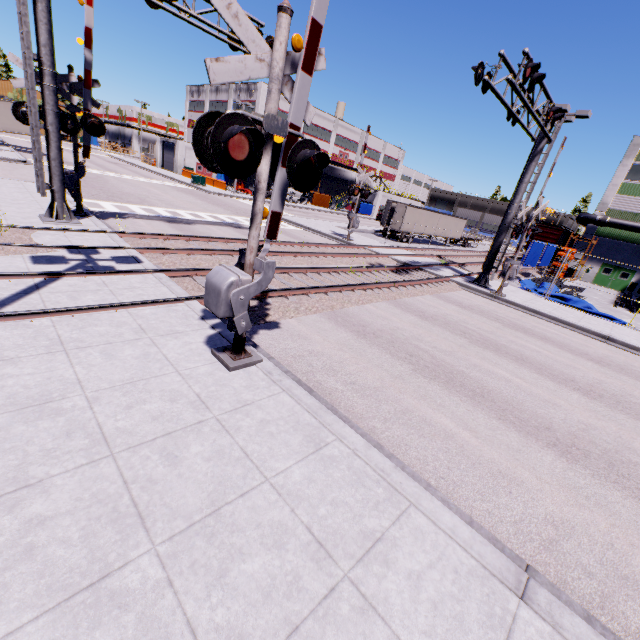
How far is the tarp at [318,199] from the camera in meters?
50.7 m

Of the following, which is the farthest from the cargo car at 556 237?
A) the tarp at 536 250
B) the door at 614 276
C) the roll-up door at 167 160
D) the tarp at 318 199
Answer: the roll-up door at 167 160

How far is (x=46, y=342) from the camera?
5.2m

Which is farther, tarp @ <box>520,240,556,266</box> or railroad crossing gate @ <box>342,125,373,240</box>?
tarp @ <box>520,240,556,266</box>

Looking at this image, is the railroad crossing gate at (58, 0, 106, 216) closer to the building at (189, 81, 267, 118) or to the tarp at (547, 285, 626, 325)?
the building at (189, 81, 267, 118)

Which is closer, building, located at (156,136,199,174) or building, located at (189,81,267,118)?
building, located at (189,81,267,118)

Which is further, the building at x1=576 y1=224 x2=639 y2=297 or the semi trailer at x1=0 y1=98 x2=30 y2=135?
the building at x1=576 y1=224 x2=639 y2=297

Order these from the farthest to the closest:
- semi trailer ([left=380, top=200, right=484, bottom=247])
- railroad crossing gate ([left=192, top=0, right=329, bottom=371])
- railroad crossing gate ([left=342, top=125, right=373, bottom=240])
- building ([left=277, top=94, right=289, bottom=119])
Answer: building ([left=277, top=94, right=289, bottom=119]), semi trailer ([left=380, top=200, right=484, bottom=247]), railroad crossing gate ([left=342, top=125, right=373, bottom=240]), railroad crossing gate ([left=192, top=0, right=329, bottom=371])
